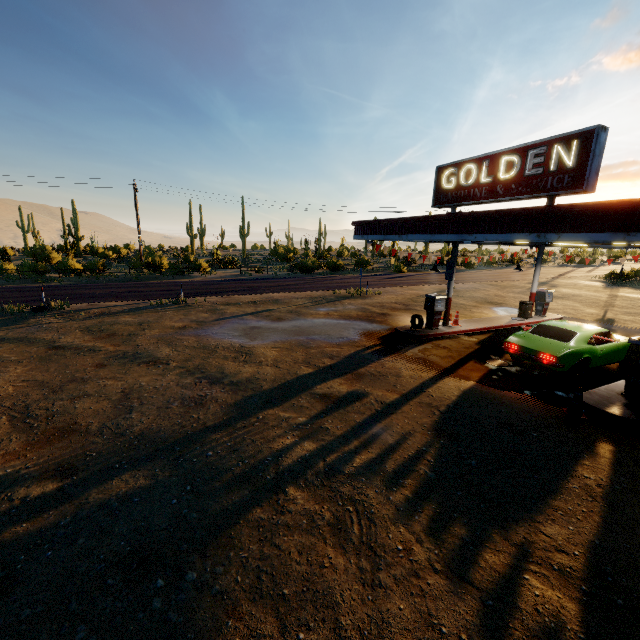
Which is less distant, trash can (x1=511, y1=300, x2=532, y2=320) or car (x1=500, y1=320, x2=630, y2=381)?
car (x1=500, y1=320, x2=630, y2=381)

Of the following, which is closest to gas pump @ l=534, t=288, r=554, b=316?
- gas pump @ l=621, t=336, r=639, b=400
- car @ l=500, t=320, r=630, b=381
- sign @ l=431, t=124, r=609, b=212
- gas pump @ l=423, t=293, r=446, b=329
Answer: car @ l=500, t=320, r=630, b=381

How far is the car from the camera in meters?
A: 9.4 m

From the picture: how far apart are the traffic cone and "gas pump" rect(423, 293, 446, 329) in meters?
6.5 m

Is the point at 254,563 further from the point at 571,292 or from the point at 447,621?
the point at 571,292

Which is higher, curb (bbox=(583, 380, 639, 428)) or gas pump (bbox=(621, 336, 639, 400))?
gas pump (bbox=(621, 336, 639, 400))

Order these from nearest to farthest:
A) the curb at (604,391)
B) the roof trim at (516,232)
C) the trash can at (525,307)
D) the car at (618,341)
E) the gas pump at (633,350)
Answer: the roof trim at (516,232)
the curb at (604,391)
the gas pump at (633,350)
the car at (618,341)
the trash can at (525,307)

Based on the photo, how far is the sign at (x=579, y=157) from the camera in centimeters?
822cm
